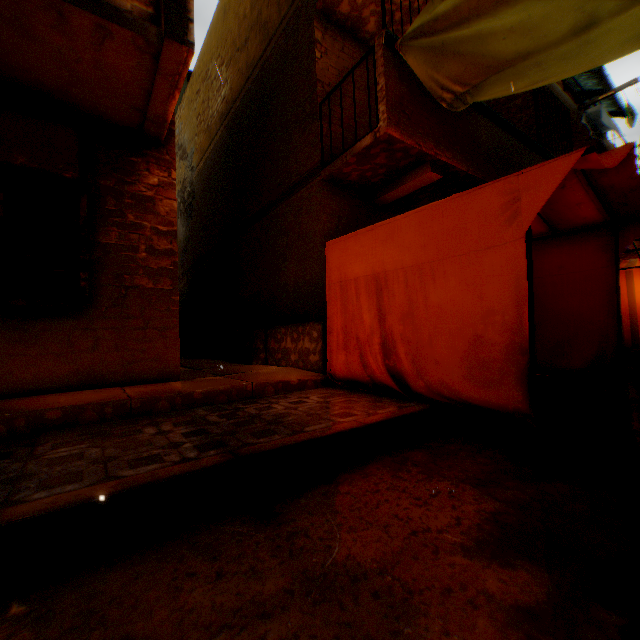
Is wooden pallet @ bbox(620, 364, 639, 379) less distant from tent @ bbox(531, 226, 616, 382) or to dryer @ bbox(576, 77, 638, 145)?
tent @ bbox(531, 226, 616, 382)

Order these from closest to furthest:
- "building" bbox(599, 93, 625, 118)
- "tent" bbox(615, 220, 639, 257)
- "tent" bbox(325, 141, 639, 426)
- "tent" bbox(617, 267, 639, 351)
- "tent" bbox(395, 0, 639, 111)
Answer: "tent" bbox(325, 141, 639, 426), "tent" bbox(395, 0, 639, 111), "tent" bbox(615, 220, 639, 257), "tent" bbox(617, 267, 639, 351), "building" bbox(599, 93, 625, 118)

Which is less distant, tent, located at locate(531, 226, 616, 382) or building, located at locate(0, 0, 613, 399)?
building, located at locate(0, 0, 613, 399)

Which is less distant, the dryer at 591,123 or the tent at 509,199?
the tent at 509,199

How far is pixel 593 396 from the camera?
4.24m

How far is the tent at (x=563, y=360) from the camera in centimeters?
420cm

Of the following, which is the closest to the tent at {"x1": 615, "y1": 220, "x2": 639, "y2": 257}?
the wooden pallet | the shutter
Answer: the wooden pallet
